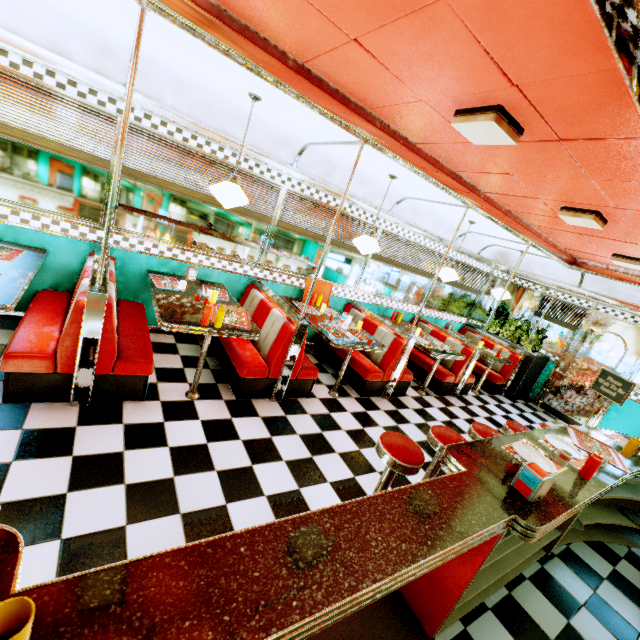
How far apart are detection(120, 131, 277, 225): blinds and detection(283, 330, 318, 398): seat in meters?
1.0

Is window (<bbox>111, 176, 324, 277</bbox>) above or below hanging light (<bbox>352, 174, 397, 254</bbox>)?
below

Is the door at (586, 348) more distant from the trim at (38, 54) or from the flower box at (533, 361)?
the trim at (38, 54)

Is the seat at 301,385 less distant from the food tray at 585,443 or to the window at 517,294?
the food tray at 585,443

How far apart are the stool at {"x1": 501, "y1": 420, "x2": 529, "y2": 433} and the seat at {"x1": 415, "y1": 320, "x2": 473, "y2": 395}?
2.1m

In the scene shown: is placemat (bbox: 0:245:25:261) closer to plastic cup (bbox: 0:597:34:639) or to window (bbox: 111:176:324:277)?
window (bbox: 111:176:324:277)

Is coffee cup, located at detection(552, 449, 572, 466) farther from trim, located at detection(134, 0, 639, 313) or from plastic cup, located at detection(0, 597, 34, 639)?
plastic cup, located at detection(0, 597, 34, 639)

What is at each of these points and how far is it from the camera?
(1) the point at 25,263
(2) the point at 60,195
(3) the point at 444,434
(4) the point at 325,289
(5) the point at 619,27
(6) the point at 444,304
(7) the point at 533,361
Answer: (1) table, 3.1m
(2) window, 3.5m
(3) stool, 2.9m
(4) food tray, 5.7m
(5) trim, 1.0m
(6) window, 7.8m
(7) flower box, 7.2m
